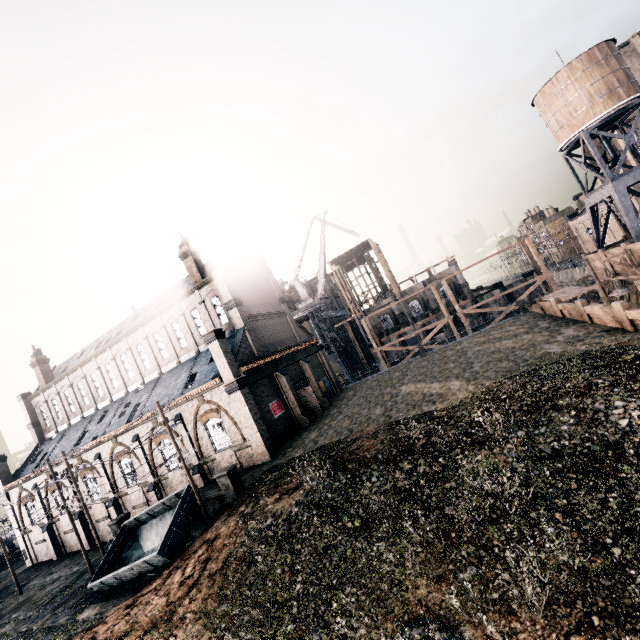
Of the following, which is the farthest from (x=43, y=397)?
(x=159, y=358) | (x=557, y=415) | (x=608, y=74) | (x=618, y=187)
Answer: (x=608, y=74)

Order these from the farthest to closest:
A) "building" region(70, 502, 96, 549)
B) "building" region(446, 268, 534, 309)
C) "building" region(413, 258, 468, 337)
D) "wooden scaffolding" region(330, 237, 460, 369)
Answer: "building" region(413, 258, 468, 337)
"wooden scaffolding" region(330, 237, 460, 369)
"building" region(446, 268, 534, 309)
"building" region(70, 502, 96, 549)

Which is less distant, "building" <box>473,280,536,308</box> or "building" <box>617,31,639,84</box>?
"building" <box>617,31,639,84</box>

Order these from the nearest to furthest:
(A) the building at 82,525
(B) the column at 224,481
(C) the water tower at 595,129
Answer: (B) the column at 224,481
(C) the water tower at 595,129
(A) the building at 82,525

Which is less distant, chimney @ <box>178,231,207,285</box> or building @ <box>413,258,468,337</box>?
chimney @ <box>178,231,207,285</box>

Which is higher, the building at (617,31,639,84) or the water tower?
the building at (617,31,639,84)

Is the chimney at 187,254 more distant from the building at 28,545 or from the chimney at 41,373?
the chimney at 41,373

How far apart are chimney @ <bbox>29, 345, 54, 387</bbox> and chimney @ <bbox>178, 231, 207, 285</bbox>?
28.5m
